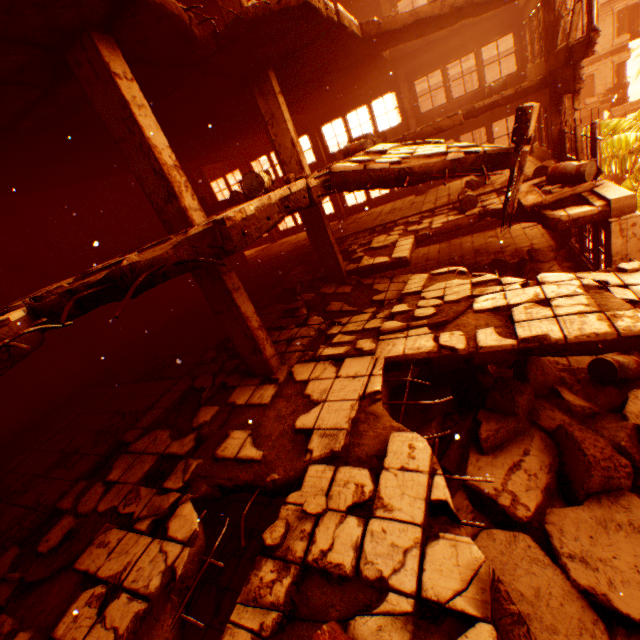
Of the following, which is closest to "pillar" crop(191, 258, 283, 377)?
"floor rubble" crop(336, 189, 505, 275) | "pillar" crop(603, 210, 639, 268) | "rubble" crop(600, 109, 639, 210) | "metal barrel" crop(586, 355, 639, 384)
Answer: "floor rubble" crop(336, 189, 505, 275)

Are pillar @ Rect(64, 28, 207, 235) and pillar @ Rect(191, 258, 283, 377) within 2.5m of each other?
yes

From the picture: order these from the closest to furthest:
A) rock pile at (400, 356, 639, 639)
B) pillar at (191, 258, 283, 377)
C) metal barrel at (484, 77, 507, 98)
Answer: rock pile at (400, 356, 639, 639) → pillar at (191, 258, 283, 377) → metal barrel at (484, 77, 507, 98)

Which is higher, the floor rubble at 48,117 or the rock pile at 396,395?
the floor rubble at 48,117

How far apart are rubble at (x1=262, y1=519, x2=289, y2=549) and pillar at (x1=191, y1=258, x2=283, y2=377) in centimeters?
311cm

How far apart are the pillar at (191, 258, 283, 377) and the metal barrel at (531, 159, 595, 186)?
8.46m

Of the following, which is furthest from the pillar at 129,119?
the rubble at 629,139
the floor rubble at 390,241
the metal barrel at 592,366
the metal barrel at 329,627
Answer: the rubble at 629,139

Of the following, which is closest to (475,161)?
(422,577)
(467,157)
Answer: (467,157)
